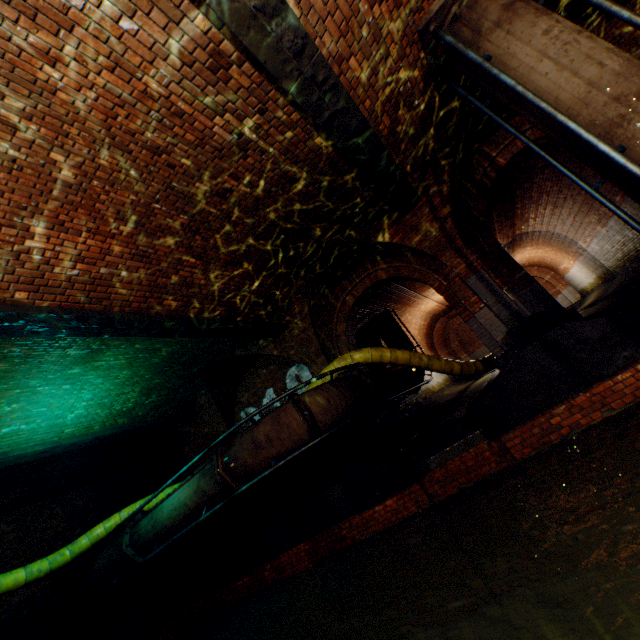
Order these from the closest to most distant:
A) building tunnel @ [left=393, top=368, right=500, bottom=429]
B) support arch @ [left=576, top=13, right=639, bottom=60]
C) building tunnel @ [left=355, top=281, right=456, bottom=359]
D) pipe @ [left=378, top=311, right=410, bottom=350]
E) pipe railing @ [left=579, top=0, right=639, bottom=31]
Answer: pipe railing @ [left=579, top=0, right=639, bottom=31] → support arch @ [left=576, top=13, right=639, bottom=60] → building tunnel @ [left=393, top=368, right=500, bottom=429] → building tunnel @ [left=355, top=281, right=456, bottom=359] → pipe @ [left=378, top=311, right=410, bottom=350]

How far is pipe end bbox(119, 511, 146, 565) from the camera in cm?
800

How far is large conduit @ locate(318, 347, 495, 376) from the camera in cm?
809

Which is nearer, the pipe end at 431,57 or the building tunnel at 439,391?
the pipe end at 431,57

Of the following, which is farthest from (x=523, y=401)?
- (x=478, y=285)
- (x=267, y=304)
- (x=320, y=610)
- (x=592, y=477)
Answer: (x=320, y=610)

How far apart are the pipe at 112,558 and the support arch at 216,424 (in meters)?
3.45

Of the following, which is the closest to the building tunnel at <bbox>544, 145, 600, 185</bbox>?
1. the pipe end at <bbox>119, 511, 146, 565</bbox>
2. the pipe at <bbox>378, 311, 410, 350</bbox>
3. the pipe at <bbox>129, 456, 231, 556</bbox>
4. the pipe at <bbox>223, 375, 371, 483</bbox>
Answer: the pipe at <bbox>378, 311, 410, 350</bbox>

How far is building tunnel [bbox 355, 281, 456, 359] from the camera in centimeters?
1255cm
